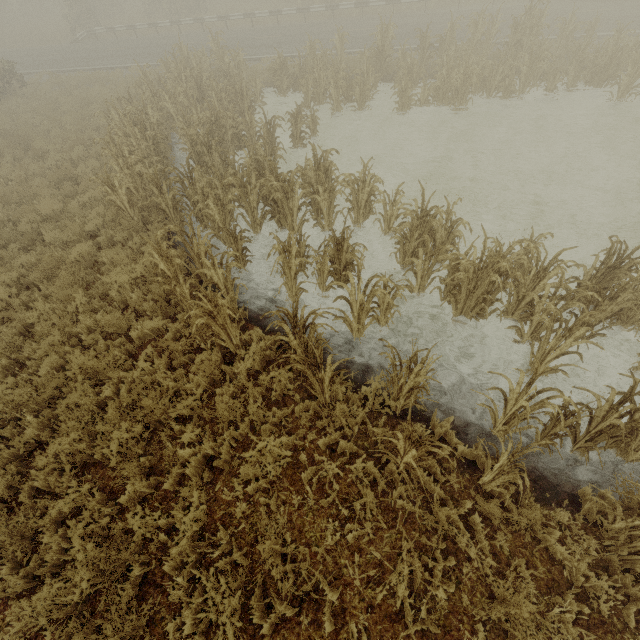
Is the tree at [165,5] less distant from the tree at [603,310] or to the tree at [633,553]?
the tree at [603,310]

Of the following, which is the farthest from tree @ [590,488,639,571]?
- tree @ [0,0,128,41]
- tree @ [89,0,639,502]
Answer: tree @ [0,0,128,41]

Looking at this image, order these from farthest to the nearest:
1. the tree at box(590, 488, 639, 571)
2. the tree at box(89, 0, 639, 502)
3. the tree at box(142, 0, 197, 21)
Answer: the tree at box(142, 0, 197, 21)
the tree at box(89, 0, 639, 502)
the tree at box(590, 488, 639, 571)

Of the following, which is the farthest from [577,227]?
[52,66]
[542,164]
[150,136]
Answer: [52,66]

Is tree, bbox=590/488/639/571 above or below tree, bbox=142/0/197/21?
below

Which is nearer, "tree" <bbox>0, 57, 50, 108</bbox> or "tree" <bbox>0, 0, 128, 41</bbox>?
"tree" <bbox>0, 57, 50, 108</bbox>

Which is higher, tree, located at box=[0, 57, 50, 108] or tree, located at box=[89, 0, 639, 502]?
tree, located at box=[0, 57, 50, 108]
